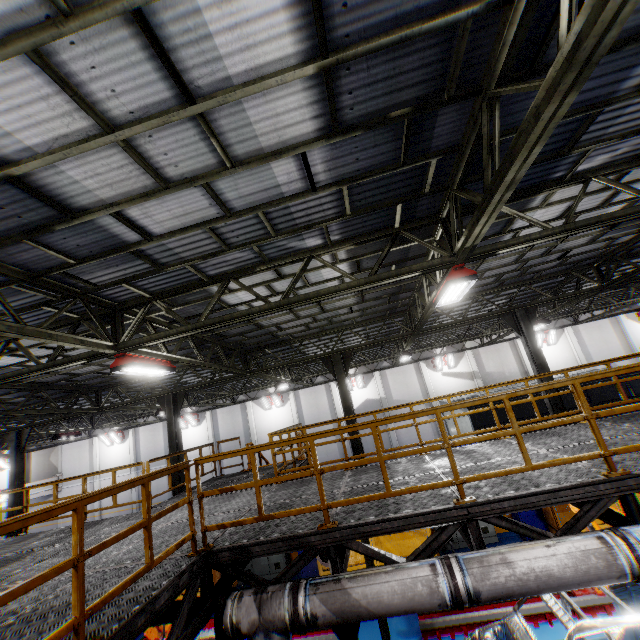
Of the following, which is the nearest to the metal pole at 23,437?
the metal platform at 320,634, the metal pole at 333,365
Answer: the metal platform at 320,634

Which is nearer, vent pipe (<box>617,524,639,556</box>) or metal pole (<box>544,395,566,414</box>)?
vent pipe (<box>617,524,639,556</box>)

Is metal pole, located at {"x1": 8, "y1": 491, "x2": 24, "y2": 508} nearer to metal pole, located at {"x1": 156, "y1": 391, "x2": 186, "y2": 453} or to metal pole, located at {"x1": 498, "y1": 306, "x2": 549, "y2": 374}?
metal pole, located at {"x1": 156, "y1": 391, "x2": 186, "y2": 453}

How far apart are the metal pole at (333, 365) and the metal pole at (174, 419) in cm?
639

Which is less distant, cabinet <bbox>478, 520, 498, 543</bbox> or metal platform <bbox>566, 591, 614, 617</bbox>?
metal platform <bbox>566, 591, 614, 617</bbox>

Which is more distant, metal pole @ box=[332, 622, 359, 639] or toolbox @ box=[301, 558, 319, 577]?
toolbox @ box=[301, 558, 319, 577]

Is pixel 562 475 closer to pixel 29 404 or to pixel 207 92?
pixel 207 92
